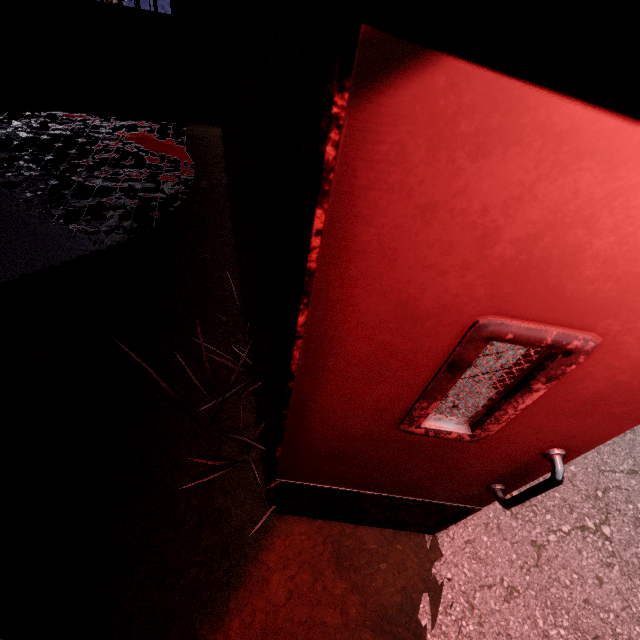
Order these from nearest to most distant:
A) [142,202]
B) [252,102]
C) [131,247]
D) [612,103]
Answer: [612,103] < [252,102] < [131,247] < [142,202]
